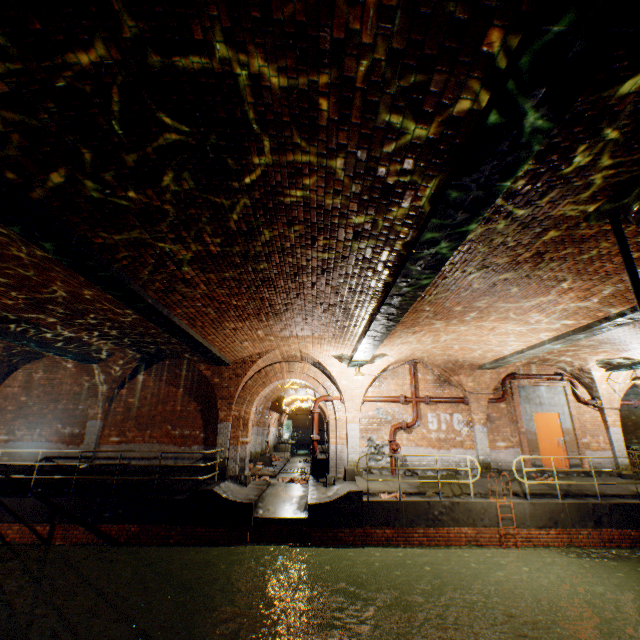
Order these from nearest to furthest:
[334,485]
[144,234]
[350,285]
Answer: [144,234] < [350,285] < [334,485]

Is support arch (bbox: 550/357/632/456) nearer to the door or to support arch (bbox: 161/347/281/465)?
the door

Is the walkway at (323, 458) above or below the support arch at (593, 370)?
below

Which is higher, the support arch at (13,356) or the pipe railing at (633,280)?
the support arch at (13,356)

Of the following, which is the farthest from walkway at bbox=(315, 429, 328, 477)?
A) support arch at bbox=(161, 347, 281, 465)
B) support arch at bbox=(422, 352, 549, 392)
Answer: support arch at bbox=(422, 352, 549, 392)

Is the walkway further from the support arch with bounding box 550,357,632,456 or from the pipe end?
the pipe end

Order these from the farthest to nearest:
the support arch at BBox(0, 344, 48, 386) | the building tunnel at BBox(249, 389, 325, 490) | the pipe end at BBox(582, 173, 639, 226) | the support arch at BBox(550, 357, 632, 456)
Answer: the building tunnel at BBox(249, 389, 325, 490)
the support arch at BBox(550, 357, 632, 456)
the support arch at BBox(0, 344, 48, 386)
the pipe end at BBox(582, 173, 639, 226)

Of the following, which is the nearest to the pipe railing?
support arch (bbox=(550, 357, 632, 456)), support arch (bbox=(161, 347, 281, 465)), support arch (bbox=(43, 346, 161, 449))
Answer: support arch (bbox=(161, 347, 281, 465))
